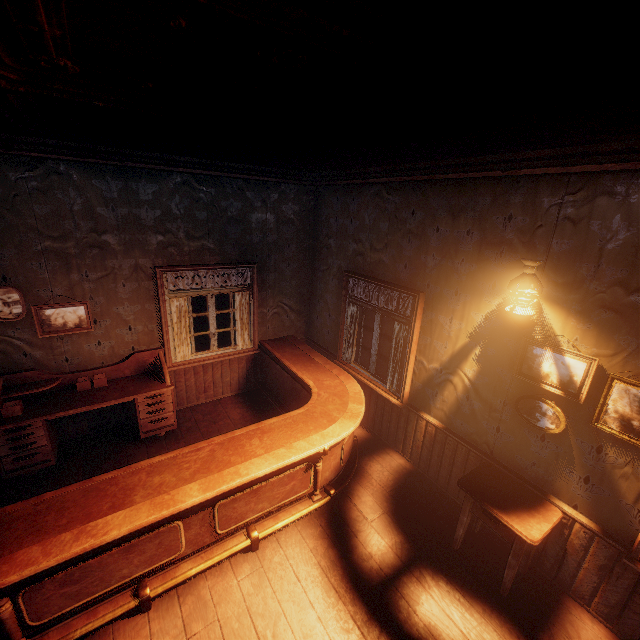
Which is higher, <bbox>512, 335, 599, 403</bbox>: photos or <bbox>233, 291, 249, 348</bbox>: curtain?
<bbox>512, 335, 599, 403</bbox>: photos

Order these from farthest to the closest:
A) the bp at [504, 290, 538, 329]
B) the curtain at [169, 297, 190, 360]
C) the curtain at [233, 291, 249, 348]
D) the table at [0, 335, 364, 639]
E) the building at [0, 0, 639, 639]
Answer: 1. the curtain at [233, 291, 249, 348]
2. the curtain at [169, 297, 190, 360]
3. the bp at [504, 290, 538, 329]
4. the table at [0, 335, 364, 639]
5. the building at [0, 0, 639, 639]

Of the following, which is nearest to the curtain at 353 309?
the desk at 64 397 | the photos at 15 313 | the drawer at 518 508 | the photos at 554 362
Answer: the photos at 554 362

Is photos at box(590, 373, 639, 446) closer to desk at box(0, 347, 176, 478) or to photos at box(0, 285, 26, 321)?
desk at box(0, 347, 176, 478)

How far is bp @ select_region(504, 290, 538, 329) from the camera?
2.9 meters

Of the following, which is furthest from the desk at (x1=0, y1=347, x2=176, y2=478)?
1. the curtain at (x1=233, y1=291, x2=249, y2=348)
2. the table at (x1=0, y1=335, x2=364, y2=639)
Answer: the curtain at (x1=233, y1=291, x2=249, y2=348)

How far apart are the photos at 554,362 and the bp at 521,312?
0.07m

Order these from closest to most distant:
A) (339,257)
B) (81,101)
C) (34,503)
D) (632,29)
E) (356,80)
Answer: (632,29)
(356,80)
(81,101)
(34,503)
(339,257)
